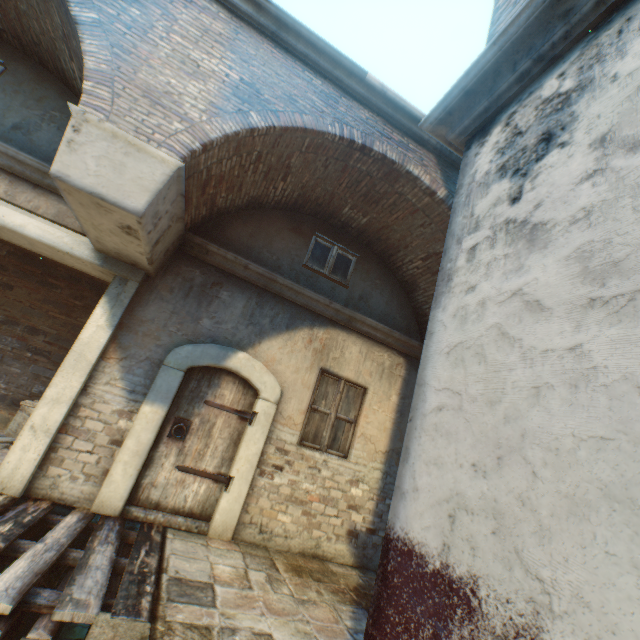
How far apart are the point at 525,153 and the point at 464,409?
1.27m

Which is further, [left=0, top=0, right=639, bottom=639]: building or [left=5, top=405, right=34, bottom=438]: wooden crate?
[left=5, top=405, right=34, bottom=438]: wooden crate

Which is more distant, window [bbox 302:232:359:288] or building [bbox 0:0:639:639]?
window [bbox 302:232:359:288]

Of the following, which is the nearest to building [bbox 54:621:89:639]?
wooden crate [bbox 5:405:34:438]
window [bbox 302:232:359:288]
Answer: window [bbox 302:232:359:288]

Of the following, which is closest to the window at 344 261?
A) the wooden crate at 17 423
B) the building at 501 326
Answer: the building at 501 326

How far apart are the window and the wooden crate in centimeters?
485cm

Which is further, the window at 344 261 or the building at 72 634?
the window at 344 261

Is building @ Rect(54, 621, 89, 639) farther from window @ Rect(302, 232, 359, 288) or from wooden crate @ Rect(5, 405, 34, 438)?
wooden crate @ Rect(5, 405, 34, 438)
